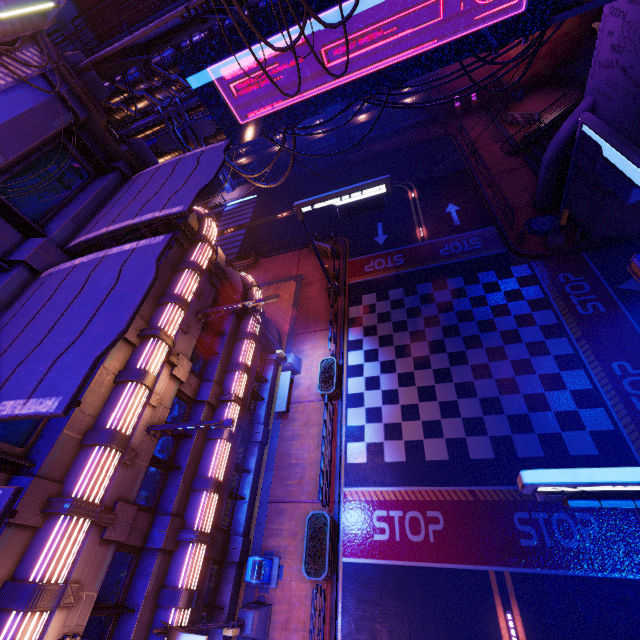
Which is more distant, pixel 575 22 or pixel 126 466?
pixel 575 22

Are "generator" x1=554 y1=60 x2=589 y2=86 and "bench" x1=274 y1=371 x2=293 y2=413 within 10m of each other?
no

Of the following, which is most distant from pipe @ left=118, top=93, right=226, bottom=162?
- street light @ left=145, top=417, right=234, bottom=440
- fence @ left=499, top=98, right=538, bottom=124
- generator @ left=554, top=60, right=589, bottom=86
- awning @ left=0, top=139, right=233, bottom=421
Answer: generator @ left=554, top=60, right=589, bottom=86

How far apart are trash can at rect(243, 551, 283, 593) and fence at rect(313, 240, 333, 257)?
19.23m

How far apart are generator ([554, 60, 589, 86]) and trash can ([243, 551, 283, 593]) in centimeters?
4341cm

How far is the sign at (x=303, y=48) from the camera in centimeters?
1245cm

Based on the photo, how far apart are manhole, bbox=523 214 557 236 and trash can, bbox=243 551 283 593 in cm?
2241

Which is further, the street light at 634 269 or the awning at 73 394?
the awning at 73 394
